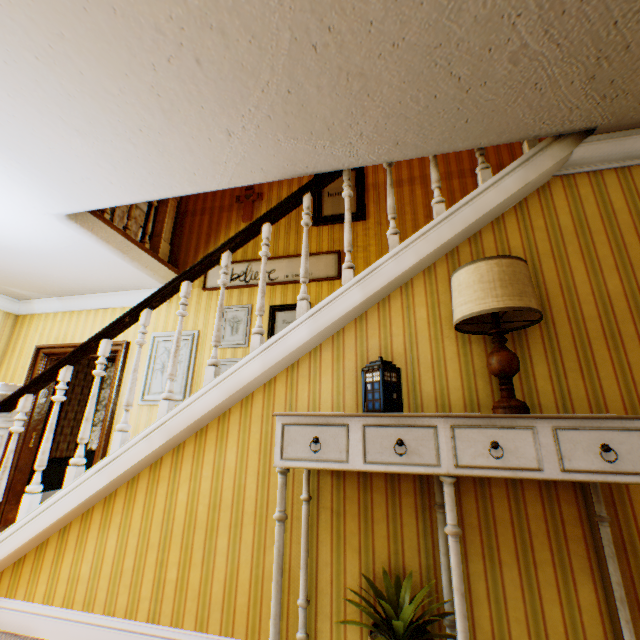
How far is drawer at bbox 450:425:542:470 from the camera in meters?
1.3 m

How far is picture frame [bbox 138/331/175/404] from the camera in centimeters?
425cm

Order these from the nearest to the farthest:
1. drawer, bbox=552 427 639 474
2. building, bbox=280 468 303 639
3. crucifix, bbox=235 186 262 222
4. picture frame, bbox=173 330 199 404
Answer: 1. drawer, bbox=552 427 639 474
2. building, bbox=280 468 303 639
3. picture frame, bbox=173 330 199 404
4. crucifix, bbox=235 186 262 222

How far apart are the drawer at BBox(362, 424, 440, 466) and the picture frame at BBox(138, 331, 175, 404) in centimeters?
328cm

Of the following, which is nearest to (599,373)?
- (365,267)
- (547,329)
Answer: (547,329)

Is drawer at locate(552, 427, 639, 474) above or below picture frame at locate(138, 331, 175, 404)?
below

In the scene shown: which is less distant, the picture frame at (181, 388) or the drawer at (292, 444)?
the drawer at (292, 444)

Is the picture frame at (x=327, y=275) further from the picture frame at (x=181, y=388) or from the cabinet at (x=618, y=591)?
the cabinet at (x=618, y=591)
